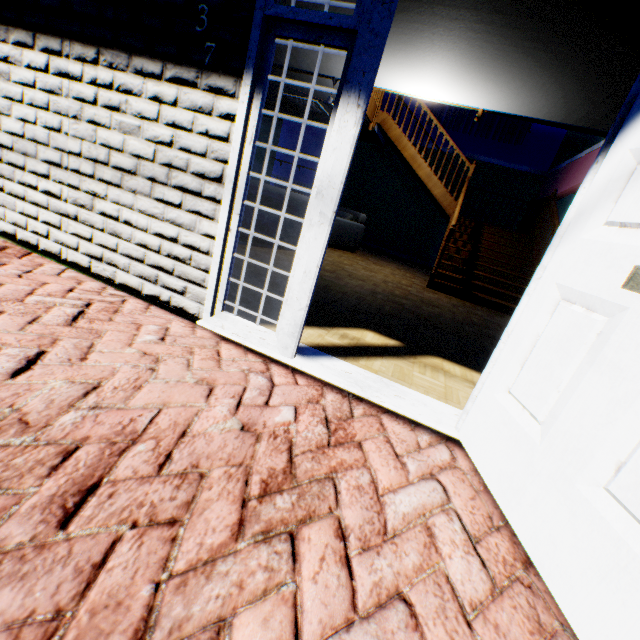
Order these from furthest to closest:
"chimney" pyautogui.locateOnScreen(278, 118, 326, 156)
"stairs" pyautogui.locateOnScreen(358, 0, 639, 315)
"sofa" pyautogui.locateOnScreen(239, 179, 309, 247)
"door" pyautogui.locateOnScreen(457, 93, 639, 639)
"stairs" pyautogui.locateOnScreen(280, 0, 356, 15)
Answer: "chimney" pyautogui.locateOnScreen(278, 118, 326, 156), "sofa" pyautogui.locateOnScreen(239, 179, 309, 247), "stairs" pyautogui.locateOnScreen(280, 0, 356, 15), "stairs" pyautogui.locateOnScreen(358, 0, 639, 315), "door" pyautogui.locateOnScreen(457, 93, 639, 639)

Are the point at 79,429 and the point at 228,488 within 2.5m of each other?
yes

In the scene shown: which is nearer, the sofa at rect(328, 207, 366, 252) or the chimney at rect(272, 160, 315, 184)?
the sofa at rect(328, 207, 366, 252)

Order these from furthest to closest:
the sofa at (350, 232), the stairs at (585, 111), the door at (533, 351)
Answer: the sofa at (350, 232) → the stairs at (585, 111) → the door at (533, 351)

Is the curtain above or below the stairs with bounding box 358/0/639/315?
above

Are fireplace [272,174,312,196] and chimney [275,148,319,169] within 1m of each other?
yes

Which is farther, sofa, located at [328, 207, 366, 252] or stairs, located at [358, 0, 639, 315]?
sofa, located at [328, 207, 366, 252]

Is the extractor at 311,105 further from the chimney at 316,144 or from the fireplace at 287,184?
the fireplace at 287,184
